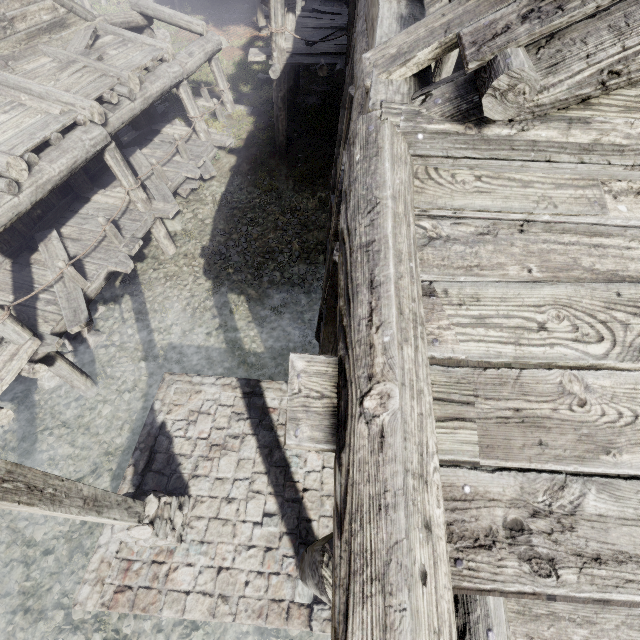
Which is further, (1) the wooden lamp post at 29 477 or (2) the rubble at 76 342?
(2) the rubble at 76 342

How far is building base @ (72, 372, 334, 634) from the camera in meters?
5.0 m

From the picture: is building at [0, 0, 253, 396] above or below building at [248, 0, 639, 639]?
below

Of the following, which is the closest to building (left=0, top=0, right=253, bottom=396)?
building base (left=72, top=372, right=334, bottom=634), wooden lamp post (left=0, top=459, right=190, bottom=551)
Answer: Answer: building base (left=72, top=372, right=334, bottom=634)

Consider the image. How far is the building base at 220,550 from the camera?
5.0m

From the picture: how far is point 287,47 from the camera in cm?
988

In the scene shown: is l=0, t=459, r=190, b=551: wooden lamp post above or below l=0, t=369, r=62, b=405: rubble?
above

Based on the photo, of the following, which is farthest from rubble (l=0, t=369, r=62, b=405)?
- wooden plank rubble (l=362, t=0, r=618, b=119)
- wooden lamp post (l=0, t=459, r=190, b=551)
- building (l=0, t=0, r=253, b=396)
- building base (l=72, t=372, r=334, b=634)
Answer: wooden plank rubble (l=362, t=0, r=618, b=119)
